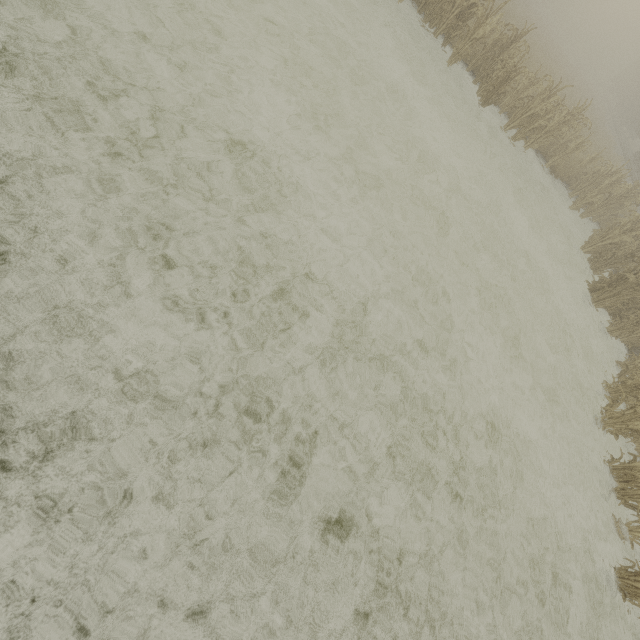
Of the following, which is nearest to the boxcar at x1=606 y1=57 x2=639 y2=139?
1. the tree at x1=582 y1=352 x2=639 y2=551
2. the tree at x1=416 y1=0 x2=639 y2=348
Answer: the tree at x1=416 y1=0 x2=639 y2=348

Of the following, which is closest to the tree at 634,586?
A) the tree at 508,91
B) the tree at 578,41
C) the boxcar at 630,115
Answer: the tree at 508,91

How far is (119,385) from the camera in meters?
2.7

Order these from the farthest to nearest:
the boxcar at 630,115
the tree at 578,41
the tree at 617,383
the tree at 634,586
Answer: the tree at 578,41
the boxcar at 630,115
the tree at 617,383
the tree at 634,586

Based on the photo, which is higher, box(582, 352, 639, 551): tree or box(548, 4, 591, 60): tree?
box(548, 4, 591, 60): tree

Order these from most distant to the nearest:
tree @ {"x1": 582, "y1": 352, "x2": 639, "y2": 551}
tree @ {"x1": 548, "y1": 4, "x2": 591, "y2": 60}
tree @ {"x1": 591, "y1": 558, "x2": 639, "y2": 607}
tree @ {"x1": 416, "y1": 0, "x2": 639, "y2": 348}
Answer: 1. tree @ {"x1": 548, "y1": 4, "x2": 591, "y2": 60}
2. tree @ {"x1": 416, "y1": 0, "x2": 639, "y2": 348}
3. tree @ {"x1": 582, "y1": 352, "x2": 639, "y2": 551}
4. tree @ {"x1": 591, "y1": 558, "x2": 639, "y2": 607}

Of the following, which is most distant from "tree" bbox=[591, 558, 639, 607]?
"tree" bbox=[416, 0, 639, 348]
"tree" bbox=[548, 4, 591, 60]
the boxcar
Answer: "tree" bbox=[548, 4, 591, 60]
